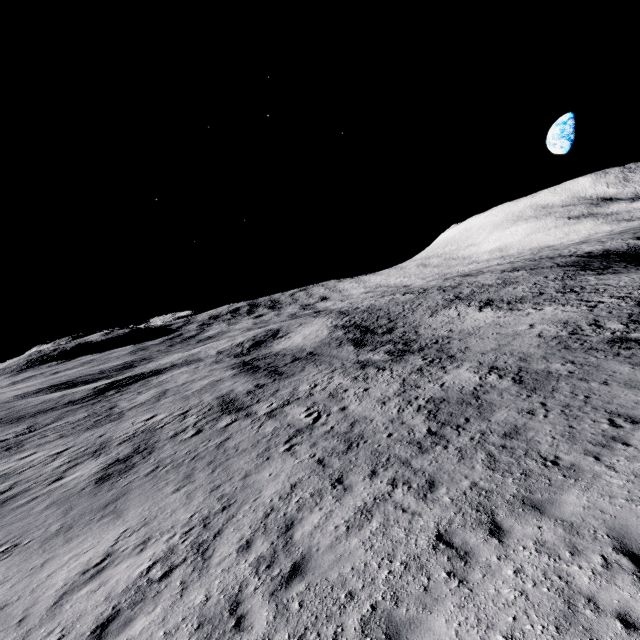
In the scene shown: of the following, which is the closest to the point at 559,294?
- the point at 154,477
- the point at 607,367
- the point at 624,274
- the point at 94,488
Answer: the point at 624,274
